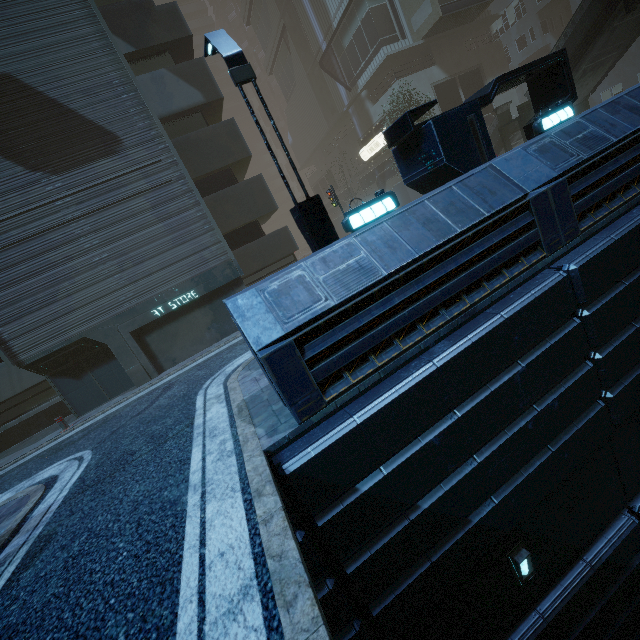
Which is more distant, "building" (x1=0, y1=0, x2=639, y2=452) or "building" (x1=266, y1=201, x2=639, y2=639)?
"building" (x1=0, y1=0, x2=639, y2=452)

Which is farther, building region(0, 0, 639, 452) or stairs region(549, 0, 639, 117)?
stairs region(549, 0, 639, 117)

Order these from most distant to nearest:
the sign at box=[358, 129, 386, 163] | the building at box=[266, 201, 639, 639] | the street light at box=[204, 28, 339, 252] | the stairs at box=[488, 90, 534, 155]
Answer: the sign at box=[358, 129, 386, 163] < the stairs at box=[488, 90, 534, 155] < the street light at box=[204, 28, 339, 252] < the building at box=[266, 201, 639, 639]

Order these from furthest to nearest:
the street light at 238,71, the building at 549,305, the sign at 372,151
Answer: the sign at 372,151, the street light at 238,71, the building at 549,305

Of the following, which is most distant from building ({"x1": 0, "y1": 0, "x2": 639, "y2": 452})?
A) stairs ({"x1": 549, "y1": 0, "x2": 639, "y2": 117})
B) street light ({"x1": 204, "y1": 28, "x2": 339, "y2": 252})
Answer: stairs ({"x1": 549, "y1": 0, "x2": 639, "y2": 117})

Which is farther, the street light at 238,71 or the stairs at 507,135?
the stairs at 507,135

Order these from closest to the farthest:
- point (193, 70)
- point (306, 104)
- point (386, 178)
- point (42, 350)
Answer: point (42, 350)
point (193, 70)
point (386, 178)
point (306, 104)
